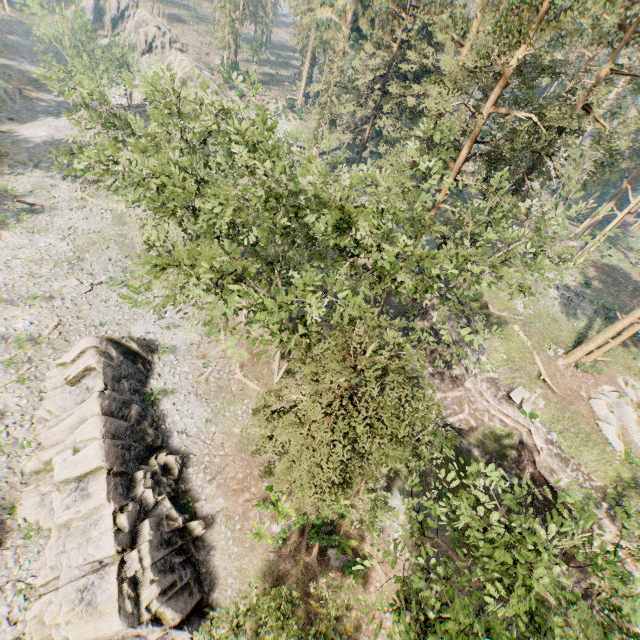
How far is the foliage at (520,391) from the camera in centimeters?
2608cm

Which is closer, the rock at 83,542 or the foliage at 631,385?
the rock at 83,542

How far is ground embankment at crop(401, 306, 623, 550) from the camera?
23.2m

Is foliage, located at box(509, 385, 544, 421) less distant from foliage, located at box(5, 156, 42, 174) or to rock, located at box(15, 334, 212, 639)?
foliage, located at box(5, 156, 42, 174)

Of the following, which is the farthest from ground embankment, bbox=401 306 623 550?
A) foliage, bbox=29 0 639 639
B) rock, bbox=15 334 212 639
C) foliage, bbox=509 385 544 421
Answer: rock, bbox=15 334 212 639

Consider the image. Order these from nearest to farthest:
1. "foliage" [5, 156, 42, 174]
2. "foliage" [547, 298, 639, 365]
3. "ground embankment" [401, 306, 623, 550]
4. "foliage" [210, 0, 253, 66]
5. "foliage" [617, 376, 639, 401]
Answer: "ground embankment" [401, 306, 623, 550] → "foliage" [547, 298, 639, 365] → "foliage" [617, 376, 639, 401] → "foliage" [5, 156, 42, 174] → "foliage" [210, 0, 253, 66]

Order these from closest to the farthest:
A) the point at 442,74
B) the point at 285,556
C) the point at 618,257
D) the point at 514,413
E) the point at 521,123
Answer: the point at 521,123
the point at 285,556
the point at 514,413
the point at 442,74
the point at 618,257
